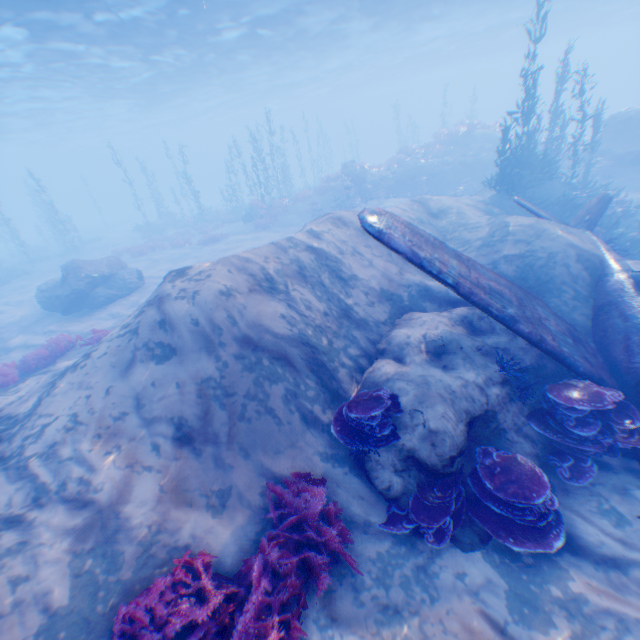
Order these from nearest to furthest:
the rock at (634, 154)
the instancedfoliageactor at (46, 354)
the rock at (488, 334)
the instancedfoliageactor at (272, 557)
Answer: the instancedfoliageactor at (272, 557)
the rock at (488, 334)
the instancedfoliageactor at (46, 354)
the rock at (634, 154)

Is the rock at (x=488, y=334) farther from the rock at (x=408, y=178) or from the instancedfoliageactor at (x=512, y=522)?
the rock at (x=408, y=178)

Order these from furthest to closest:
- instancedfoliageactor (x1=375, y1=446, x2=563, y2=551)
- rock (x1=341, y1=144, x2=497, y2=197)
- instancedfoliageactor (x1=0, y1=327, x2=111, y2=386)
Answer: rock (x1=341, y1=144, x2=497, y2=197) → instancedfoliageactor (x1=0, y1=327, x2=111, y2=386) → instancedfoliageactor (x1=375, y1=446, x2=563, y2=551)

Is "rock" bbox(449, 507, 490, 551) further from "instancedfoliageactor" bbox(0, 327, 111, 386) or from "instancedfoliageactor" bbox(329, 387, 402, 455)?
"instancedfoliageactor" bbox(0, 327, 111, 386)

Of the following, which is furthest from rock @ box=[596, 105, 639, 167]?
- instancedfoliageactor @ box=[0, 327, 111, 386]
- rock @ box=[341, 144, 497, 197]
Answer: instancedfoliageactor @ box=[0, 327, 111, 386]

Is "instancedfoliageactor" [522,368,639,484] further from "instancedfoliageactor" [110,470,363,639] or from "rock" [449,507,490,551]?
"instancedfoliageactor" [110,470,363,639]

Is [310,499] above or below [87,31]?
below

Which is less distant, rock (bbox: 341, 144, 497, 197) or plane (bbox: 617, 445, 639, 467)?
plane (bbox: 617, 445, 639, 467)
